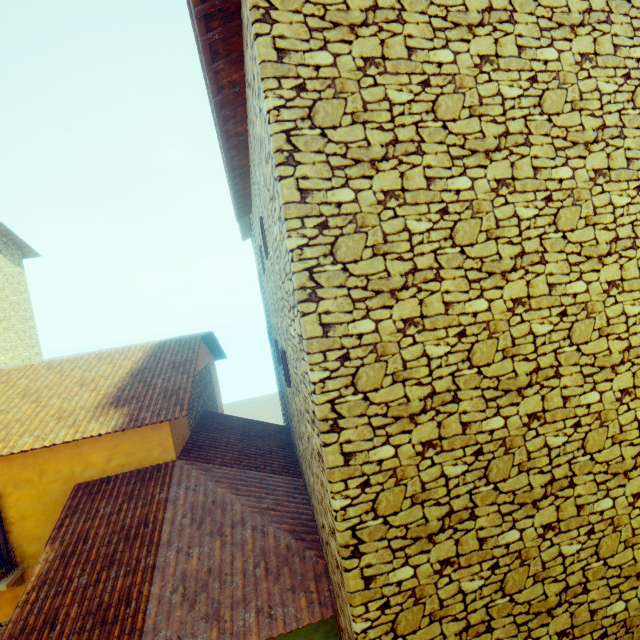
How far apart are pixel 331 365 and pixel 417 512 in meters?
1.7 m
